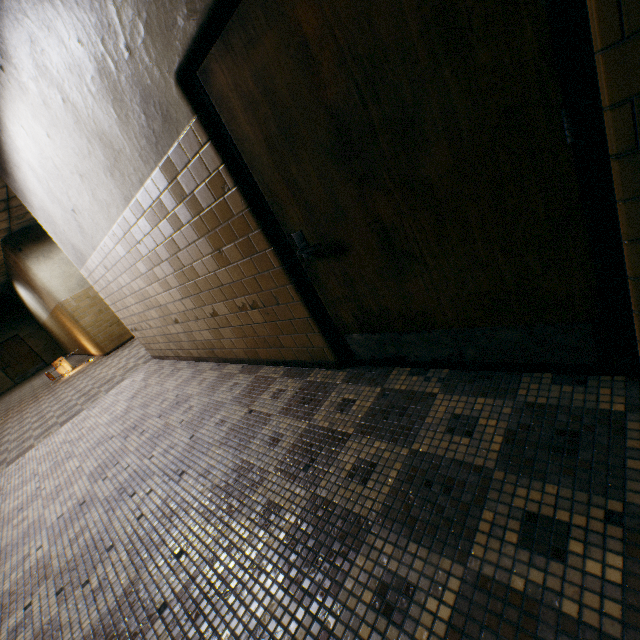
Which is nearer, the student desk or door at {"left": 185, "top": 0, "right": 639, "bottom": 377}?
door at {"left": 185, "top": 0, "right": 639, "bottom": 377}

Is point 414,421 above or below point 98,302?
below

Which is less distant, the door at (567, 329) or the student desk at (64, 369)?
the door at (567, 329)

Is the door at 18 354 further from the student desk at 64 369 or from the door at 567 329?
the door at 567 329

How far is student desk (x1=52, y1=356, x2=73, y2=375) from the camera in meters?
10.3

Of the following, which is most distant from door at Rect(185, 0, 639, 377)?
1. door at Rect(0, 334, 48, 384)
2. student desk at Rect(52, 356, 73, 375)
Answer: door at Rect(0, 334, 48, 384)

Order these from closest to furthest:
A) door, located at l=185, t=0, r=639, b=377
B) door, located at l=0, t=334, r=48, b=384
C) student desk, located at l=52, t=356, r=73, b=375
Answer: door, located at l=185, t=0, r=639, b=377 → student desk, located at l=52, t=356, r=73, b=375 → door, located at l=0, t=334, r=48, b=384

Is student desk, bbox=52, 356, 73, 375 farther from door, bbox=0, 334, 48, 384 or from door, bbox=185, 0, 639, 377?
door, bbox=185, 0, 639, 377
